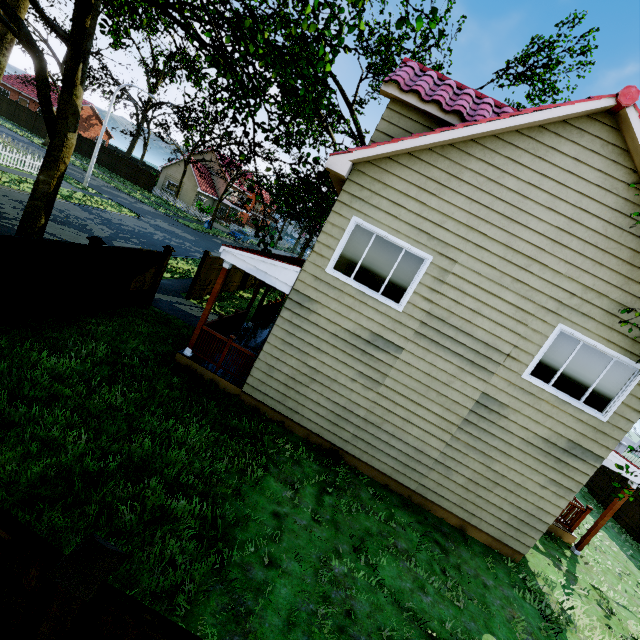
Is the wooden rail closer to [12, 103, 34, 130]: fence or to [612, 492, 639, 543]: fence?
[12, 103, 34, 130]: fence

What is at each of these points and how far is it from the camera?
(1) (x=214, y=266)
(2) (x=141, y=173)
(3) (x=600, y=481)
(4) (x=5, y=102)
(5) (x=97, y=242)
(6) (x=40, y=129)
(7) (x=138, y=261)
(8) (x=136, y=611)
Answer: (1) fence, 14.4m
(2) fence, 41.5m
(3) fence, 15.4m
(4) fence, 39.8m
(5) fence post, 7.9m
(6) fence, 39.6m
(7) fence, 9.7m
(8) fence, 2.1m

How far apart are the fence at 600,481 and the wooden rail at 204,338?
18.9m

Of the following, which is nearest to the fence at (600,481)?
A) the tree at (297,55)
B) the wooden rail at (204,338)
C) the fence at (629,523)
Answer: the fence at (629,523)

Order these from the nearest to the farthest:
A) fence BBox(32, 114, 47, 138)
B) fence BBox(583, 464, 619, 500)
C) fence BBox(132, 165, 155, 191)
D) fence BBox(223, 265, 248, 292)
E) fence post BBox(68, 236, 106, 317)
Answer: fence post BBox(68, 236, 106, 317)
fence BBox(583, 464, 619, 500)
fence BBox(223, 265, 248, 292)
fence BBox(32, 114, 47, 138)
fence BBox(132, 165, 155, 191)

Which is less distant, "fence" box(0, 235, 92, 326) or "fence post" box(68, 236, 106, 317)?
"fence" box(0, 235, 92, 326)

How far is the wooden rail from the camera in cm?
841

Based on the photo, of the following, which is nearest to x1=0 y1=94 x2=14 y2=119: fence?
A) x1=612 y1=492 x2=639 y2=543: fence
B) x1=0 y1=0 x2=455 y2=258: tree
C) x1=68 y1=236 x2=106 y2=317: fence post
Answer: x1=68 y1=236 x2=106 y2=317: fence post
